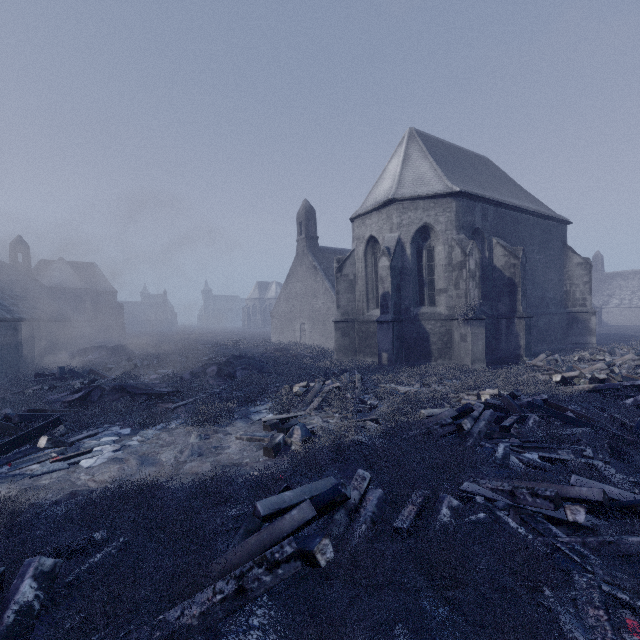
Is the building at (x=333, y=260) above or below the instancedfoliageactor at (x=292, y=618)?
above

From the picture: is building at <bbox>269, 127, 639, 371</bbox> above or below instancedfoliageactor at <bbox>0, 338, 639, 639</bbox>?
above

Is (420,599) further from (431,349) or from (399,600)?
(431,349)

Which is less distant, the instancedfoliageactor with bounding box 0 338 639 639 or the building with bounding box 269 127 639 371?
the instancedfoliageactor with bounding box 0 338 639 639

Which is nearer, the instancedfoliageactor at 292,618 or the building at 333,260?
the instancedfoliageactor at 292,618
